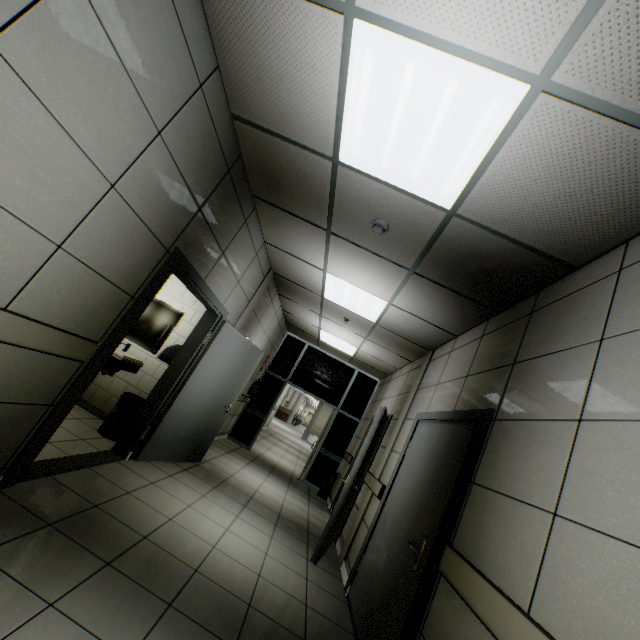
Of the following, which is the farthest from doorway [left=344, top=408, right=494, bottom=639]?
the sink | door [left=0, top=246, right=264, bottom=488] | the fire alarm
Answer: the sink

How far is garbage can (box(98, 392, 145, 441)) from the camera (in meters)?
4.21

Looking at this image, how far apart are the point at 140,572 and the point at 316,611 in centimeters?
167cm

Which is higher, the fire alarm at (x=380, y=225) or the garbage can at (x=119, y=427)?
the fire alarm at (x=380, y=225)

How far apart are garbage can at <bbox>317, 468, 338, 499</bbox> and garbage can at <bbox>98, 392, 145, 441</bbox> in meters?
4.9

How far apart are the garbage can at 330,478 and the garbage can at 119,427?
4.9 meters

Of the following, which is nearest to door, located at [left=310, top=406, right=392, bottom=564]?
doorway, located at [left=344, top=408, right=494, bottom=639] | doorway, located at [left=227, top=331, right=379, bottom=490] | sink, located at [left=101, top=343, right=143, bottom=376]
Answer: doorway, located at [left=344, top=408, right=494, bottom=639]

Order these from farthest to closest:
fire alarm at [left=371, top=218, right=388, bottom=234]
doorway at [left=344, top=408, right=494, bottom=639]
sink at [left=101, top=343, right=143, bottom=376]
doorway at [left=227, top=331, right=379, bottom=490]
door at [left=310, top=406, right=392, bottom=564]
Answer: doorway at [left=227, top=331, right=379, bottom=490], sink at [left=101, top=343, right=143, bottom=376], door at [left=310, top=406, right=392, bottom=564], fire alarm at [left=371, top=218, right=388, bottom=234], doorway at [left=344, top=408, right=494, bottom=639]
